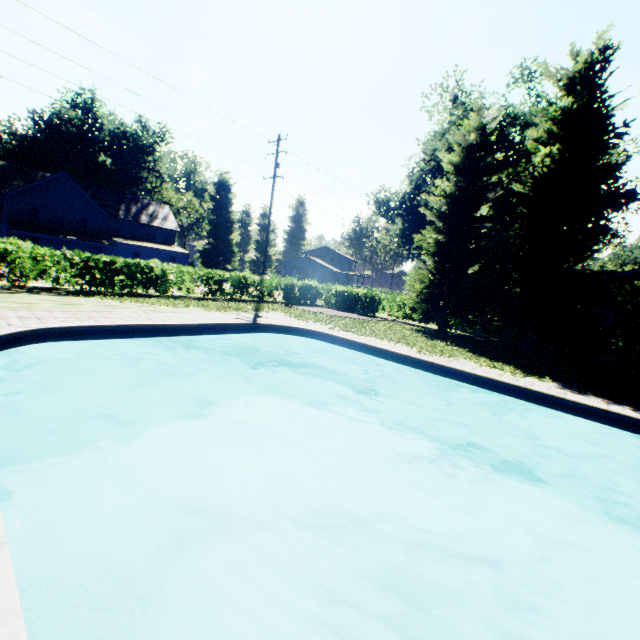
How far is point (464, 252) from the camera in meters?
16.8

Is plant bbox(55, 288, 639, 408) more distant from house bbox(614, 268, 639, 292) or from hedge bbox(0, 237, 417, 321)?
house bbox(614, 268, 639, 292)

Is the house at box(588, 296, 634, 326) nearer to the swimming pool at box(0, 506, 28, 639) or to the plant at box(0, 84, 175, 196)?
the plant at box(0, 84, 175, 196)

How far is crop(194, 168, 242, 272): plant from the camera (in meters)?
46.62

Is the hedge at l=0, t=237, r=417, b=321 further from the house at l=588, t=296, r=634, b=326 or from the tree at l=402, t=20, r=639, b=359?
the house at l=588, t=296, r=634, b=326

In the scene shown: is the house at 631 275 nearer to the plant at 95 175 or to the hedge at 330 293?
the plant at 95 175

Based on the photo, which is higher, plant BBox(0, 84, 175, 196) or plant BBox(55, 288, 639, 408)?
plant BBox(0, 84, 175, 196)

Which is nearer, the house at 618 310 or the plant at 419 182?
the house at 618 310
